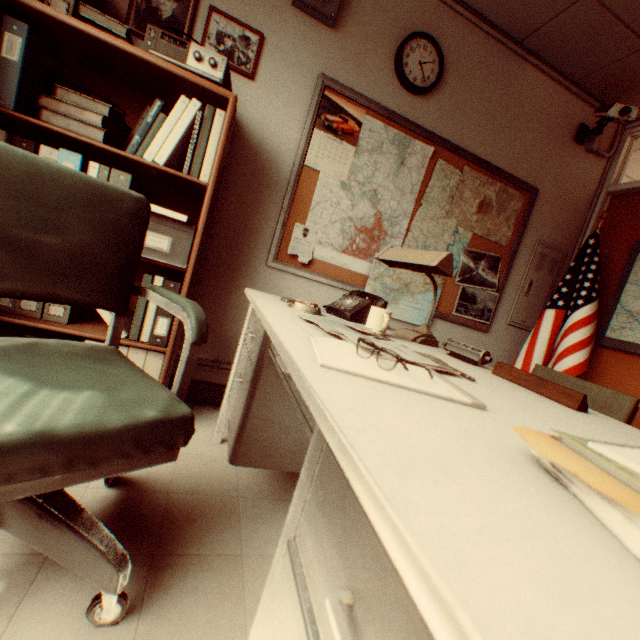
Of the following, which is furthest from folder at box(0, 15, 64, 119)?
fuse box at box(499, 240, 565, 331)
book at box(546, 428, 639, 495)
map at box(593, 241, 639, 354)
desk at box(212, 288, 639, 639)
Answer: map at box(593, 241, 639, 354)

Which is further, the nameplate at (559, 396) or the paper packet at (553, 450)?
the nameplate at (559, 396)

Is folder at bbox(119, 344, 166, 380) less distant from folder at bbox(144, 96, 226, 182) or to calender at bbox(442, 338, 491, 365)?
folder at bbox(144, 96, 226, 182)

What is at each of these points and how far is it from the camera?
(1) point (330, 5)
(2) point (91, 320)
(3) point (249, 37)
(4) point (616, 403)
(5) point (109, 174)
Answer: (1) wall speaker, 2.19m
(2) shelf, 2.03m
(3) picture frame, 2.16m
(4) chair, 2.08m
(5) folder, 1.70m

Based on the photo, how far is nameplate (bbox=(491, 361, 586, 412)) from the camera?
1.0m

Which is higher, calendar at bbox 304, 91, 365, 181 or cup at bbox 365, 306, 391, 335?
calendar at bbox 304, 91, 365, 181

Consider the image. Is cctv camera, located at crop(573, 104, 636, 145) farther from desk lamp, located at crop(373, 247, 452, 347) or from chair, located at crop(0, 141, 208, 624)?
chair, located at crop(0, 141, 208, 624)

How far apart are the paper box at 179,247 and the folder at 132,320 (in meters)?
0.16
